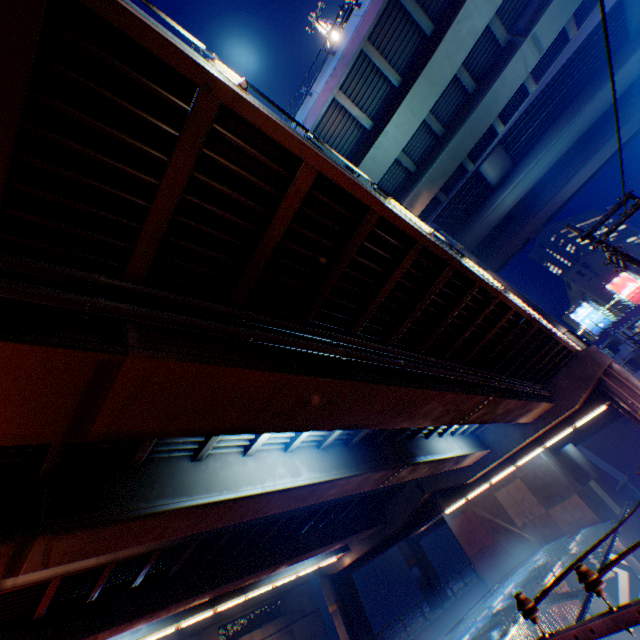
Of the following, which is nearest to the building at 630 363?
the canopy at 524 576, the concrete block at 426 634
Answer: the canopy at 524 576

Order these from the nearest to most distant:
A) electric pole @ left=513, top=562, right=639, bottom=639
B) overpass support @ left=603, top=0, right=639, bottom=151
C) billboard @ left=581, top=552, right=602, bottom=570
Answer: electric pole @ left=513, top=562, right=639, bottom=639 → overpass support @ left=603, top=0, right=639, bottom=151 → billboard @ left=581, top=552, right=602, bottom=570

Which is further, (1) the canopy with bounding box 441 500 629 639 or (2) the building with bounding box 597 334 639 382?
(2) the building with bounding box 597 334 639 382

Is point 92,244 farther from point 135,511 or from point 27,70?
point 135,511

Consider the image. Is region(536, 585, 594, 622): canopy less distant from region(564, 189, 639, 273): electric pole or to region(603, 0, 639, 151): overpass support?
region(603, 0, 639, 151): overpass support

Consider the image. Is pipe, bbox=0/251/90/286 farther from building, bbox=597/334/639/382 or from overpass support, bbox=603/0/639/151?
building, bbox=597/334/639/382

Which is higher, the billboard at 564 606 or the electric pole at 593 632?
the electric pole at 593 632

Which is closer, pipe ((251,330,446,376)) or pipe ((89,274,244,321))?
pipe ((89,274,244,321))
